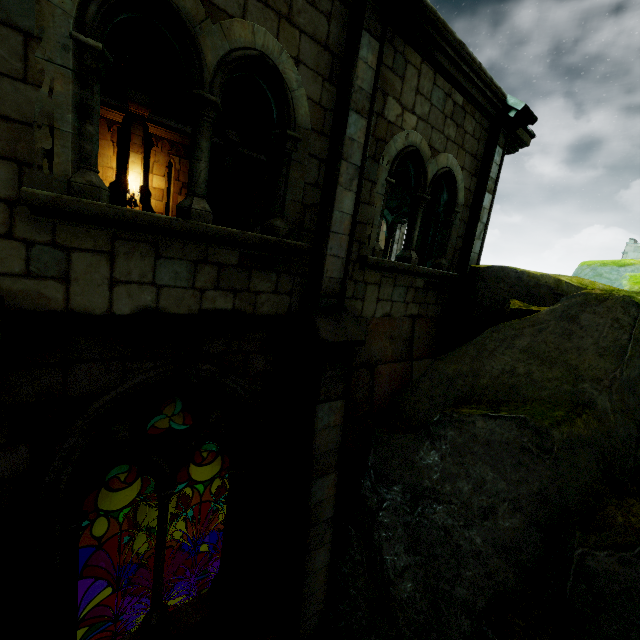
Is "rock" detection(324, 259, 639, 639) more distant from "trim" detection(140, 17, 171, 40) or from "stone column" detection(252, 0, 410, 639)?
"trim" detection(140, 17, 171, 40)

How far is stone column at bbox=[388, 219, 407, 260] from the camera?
21.6 meters

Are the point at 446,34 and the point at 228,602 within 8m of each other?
no

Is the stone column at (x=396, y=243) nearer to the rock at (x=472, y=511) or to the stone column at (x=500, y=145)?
the rock at (x=472, y=511)

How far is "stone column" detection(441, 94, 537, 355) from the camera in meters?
6.1 m

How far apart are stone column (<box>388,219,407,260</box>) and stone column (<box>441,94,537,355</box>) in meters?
14.2 m

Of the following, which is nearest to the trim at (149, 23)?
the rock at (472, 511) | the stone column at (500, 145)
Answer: the stone column at (500, 145)

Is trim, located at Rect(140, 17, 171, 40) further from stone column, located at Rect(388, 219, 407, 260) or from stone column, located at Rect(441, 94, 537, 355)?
stone column, located at Rect(388, 219, 407, 260)
